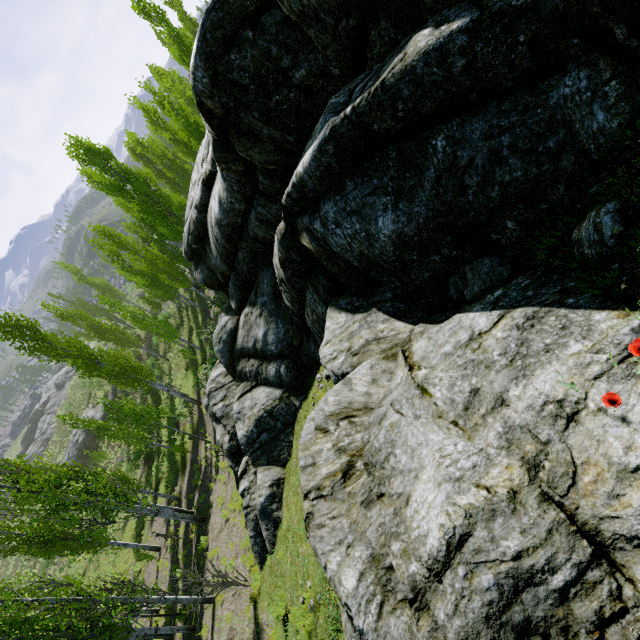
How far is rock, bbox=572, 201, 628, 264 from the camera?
2.90m

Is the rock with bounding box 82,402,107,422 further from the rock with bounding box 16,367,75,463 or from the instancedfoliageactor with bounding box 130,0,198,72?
the rock with bounding box 16,367,75,463

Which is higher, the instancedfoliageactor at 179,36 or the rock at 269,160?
the instancedfoliageactor at 179,36

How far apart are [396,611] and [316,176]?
5.0m

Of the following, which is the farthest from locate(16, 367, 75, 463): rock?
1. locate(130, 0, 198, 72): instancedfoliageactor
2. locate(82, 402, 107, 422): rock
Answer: locate(82, 402, 107, 422): rock

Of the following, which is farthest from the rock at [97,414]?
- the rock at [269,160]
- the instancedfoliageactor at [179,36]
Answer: the rock at [269,160]

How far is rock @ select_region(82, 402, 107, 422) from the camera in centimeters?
4181cm
